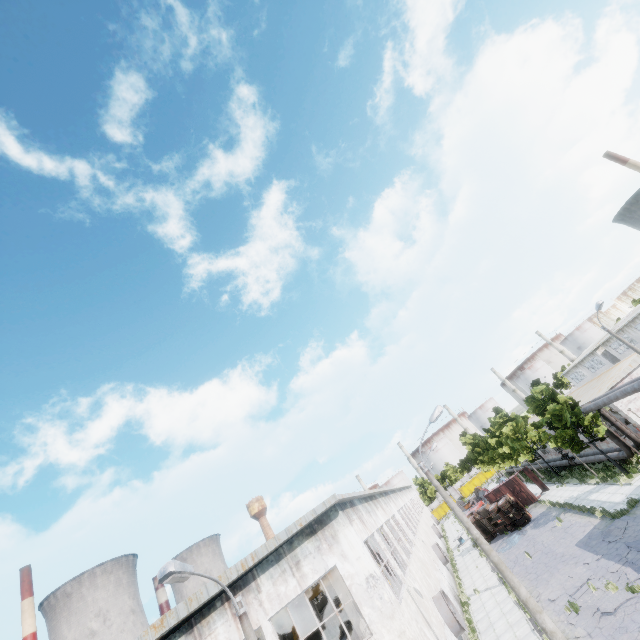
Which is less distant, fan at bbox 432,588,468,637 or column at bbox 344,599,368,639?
column at bbox 344,599,368,639

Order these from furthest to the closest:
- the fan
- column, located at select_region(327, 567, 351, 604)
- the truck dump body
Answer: the truck dump body < the fan < column, located at select_region(327, 567, 351, 604)

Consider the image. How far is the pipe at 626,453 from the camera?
25.28m

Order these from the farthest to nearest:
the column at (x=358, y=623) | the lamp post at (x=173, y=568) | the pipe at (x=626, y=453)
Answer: the pipe at (x=626, y=453) < the column at (x=358, y=623) < the lamp post at (x=173, y=568)

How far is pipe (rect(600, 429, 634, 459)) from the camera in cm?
2528

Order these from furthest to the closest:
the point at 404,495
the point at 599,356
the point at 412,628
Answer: the point at 599,356, the point at 404,495, the point at 412,628

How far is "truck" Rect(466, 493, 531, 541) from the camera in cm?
3309

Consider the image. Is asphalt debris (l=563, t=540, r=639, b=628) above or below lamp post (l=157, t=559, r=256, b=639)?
below
